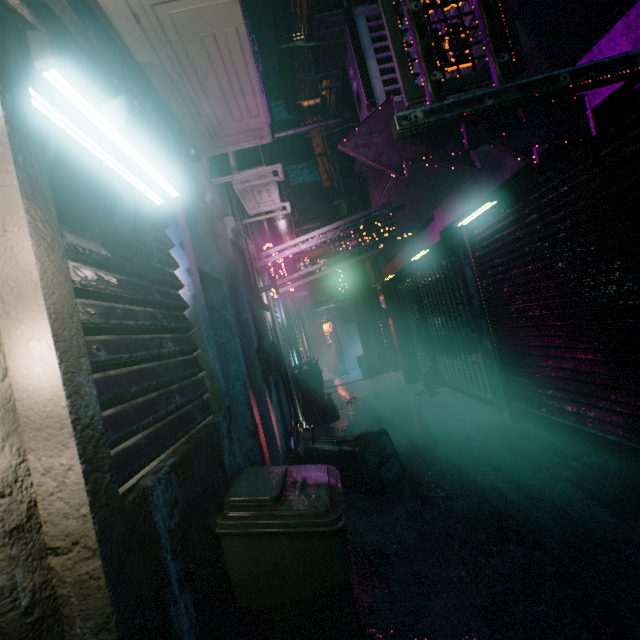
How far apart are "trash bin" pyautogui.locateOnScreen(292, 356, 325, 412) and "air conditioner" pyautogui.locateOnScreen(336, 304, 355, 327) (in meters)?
6.58

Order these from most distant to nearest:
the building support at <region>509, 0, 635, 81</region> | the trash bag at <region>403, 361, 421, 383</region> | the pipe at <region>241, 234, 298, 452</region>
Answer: the trash bag at <region>403, 361, 421, 383</region> → the pipe at <region>241, 234, 298, 452</region> → the building support at <region>509, 0, 635, 81</region>

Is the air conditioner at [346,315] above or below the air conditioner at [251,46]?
below

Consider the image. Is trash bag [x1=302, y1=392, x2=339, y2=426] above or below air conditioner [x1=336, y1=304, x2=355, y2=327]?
below

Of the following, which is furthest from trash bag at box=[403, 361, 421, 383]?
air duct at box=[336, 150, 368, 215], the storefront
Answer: air duct at box=[336, 150, 368, 215]

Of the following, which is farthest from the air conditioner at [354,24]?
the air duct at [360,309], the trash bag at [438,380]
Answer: the air duct at [360,309]

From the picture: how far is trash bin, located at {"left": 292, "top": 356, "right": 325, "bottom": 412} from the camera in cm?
608

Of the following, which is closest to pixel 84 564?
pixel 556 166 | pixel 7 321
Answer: pixel 7 321
